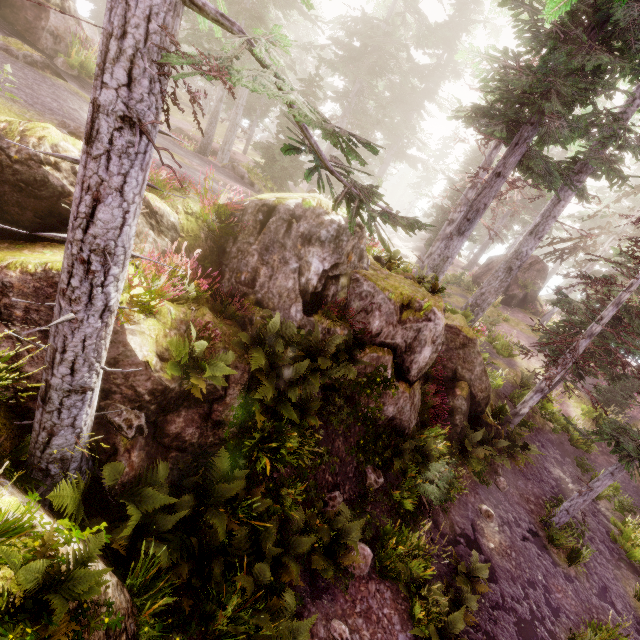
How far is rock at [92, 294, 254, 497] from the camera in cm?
508

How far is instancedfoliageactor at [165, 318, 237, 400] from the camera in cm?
524

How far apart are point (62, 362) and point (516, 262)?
18.18m

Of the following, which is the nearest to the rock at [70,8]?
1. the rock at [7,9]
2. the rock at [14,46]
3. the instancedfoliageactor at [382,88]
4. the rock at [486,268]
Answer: the instancedfoliageactor at [382,88]

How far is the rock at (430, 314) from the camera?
7.80m

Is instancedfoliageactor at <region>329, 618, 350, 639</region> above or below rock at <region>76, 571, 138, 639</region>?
below

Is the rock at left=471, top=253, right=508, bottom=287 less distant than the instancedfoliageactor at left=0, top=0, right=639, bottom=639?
No
